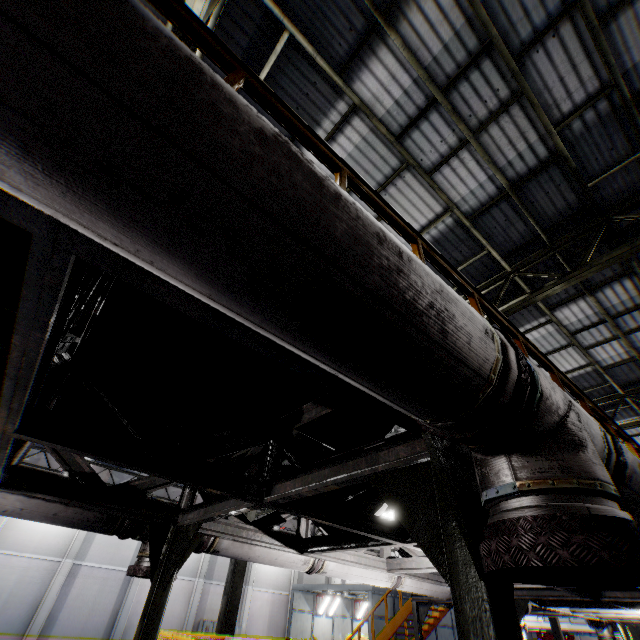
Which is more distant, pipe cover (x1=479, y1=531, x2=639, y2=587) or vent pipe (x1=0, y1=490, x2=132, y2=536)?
vent pipe (x1=0, y1=490, x2=132, y2=536)

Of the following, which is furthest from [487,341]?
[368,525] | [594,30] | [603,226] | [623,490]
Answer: [603,226]

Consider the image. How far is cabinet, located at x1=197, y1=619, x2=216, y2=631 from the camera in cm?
2012

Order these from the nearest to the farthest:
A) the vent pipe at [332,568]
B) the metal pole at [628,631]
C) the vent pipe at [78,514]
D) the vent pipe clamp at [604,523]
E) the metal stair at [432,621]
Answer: the vent pipe clamp at [604,523]
the vent pipe at [78,514]
the vent pipe at [332,568]
the metal pole at [628,631]
the metal stair at [432,621]

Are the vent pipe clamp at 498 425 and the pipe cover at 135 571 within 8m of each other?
yes

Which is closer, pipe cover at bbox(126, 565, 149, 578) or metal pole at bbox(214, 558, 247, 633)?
pipe cover at bbox(126, 565, 149, 578)

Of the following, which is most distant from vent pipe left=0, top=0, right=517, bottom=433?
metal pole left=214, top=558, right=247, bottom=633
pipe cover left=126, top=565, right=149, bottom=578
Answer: metal pole left=214, top=558, right=247, bottom=633

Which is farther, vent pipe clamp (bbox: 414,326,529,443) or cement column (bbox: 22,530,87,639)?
cement column (bbox: 22,530,87,639)
